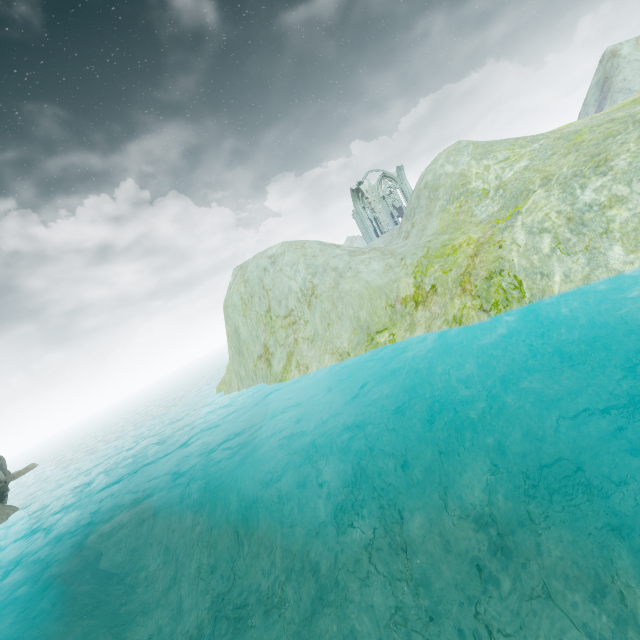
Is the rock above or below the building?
below

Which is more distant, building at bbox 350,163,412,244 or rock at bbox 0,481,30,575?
building at bbox 350,163,412,244

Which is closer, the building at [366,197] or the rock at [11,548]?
the rock at [11,548]

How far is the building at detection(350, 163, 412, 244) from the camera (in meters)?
44.34

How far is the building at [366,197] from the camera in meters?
44.3 m

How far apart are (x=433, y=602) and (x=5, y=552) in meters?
26.0
